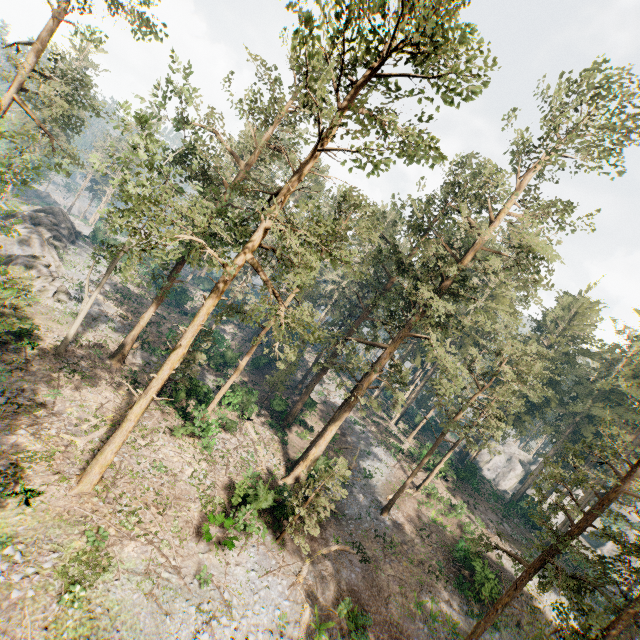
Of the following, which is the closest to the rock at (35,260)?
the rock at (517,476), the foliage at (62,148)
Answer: the foliage at (62,148)

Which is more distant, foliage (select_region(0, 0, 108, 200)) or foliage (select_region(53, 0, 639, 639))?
foliage (select_region(0, 0, 108, 200))

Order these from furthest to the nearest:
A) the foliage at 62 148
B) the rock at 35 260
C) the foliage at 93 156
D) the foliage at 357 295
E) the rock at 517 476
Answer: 1. the rock at 517 476
2. the rock at 35 260
3. the foliage at 62 148
4. the foliage at 93 156
5. the foliage at 357 295

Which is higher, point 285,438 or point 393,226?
point 393,226

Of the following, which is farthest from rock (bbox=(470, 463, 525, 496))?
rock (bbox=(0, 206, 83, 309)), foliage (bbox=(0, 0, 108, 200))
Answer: rock (bbox=(0, 206, 83, 309))

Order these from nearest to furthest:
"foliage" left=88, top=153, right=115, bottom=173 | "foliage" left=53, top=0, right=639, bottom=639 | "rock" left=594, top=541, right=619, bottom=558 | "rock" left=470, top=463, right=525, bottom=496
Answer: "foliage" left=53, top=0, right=639, bottom=639, "foliage" left=88, top=153, right=115, bottom=173, "rock" left=594, top=541, right=619, bottom=558, "rock" left=470, top=463, right=525, bottom=496

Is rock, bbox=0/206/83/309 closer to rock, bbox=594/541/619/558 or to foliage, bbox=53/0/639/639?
foliage, bbox=53/0/639/639
